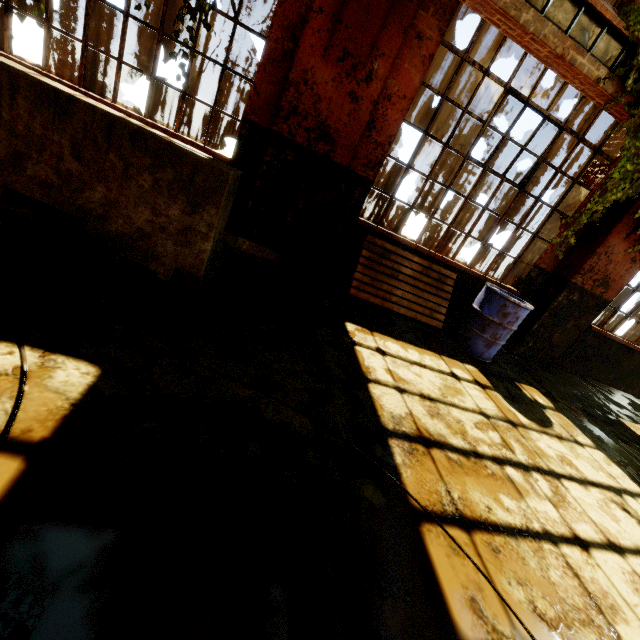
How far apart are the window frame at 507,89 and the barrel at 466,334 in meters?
0.5 m

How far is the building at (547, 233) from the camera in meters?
5.1 m

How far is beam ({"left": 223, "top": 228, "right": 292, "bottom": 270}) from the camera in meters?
4.1

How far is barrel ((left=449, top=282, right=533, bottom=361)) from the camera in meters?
4.4

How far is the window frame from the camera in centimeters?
400cm

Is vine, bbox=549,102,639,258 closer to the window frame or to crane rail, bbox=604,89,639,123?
crane rail, bbox=604,89,639,123

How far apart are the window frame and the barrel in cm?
47

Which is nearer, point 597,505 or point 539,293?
point 597,505
